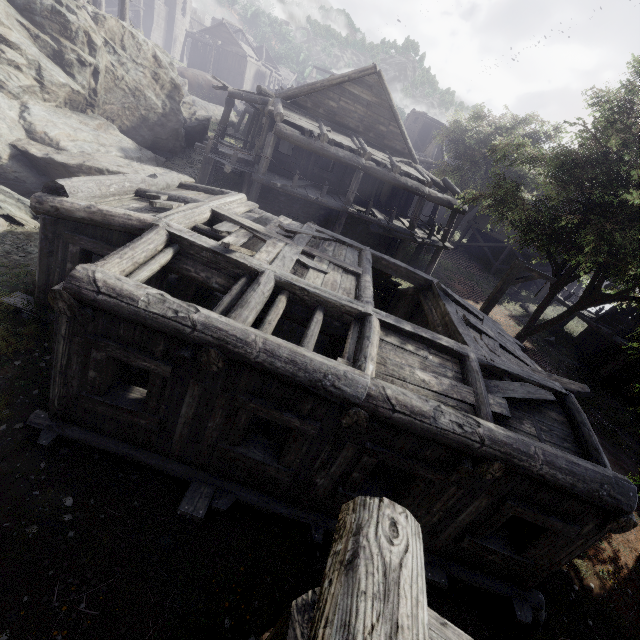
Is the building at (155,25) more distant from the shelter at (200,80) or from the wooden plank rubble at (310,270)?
the shelter at (200,80)

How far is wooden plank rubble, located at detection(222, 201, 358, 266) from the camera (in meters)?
8.79

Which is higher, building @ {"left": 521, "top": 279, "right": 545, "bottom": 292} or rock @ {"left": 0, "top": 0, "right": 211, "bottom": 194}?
rock @ {"left": 0, "top": 0, "right": 211, "bottom": 194}

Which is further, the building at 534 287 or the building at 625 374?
the building at 534 287

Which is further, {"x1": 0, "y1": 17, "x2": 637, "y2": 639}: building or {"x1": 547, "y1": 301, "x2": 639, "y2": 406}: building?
{"x1": 547, "y1": 301, "x2": 639, "y2": 406}: building

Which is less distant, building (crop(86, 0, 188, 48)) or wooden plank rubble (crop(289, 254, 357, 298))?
wooden plank rubble (crop(289, 254, 357, 298))

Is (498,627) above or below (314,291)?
below

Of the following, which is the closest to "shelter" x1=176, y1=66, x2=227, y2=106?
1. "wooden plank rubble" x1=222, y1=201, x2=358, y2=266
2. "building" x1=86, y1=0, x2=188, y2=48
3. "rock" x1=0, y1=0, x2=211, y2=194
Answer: "rock" x1=0, y1=0, x2=211, y2=194
